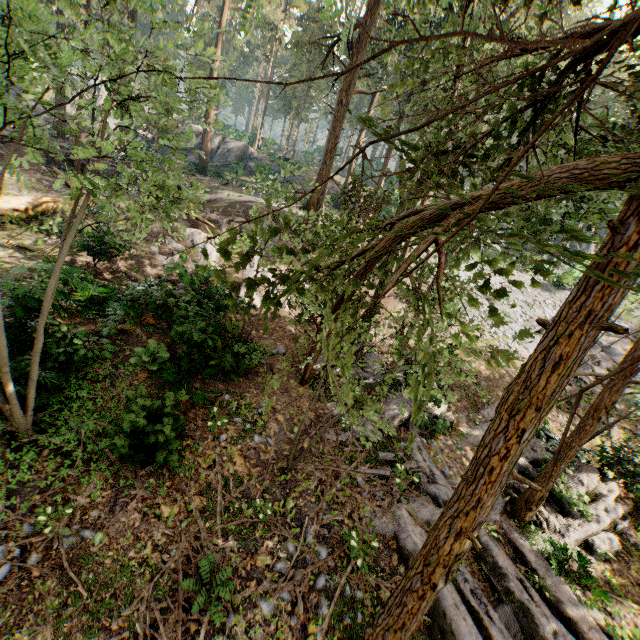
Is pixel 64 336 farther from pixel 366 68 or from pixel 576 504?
pixel 366 68

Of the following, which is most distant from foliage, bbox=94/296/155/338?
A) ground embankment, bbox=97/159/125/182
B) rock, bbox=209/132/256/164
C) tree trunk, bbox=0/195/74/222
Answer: tree trunk, bbox=0/195/74/222

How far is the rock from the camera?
40.1 meters

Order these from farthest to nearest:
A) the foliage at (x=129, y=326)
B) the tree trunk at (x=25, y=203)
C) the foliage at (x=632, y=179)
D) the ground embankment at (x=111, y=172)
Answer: the ground embankment at (x=111, y=172) < the tree trunk at (x=25, y=203) < the foliage at (x=129, y=326) < the foliage at (x=632, y=179)

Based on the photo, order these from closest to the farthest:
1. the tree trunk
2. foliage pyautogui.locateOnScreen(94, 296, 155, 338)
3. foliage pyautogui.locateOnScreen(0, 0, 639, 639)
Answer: foliage pyautogui.locateOnScreen(0, 0, 639, 639) < foliage pyautogui.locateOnScreen(94, 296, 155, 338) < the tree trunk

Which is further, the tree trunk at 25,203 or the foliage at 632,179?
the tree trunk at 25,203

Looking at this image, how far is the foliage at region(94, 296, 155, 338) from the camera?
10.0 meters

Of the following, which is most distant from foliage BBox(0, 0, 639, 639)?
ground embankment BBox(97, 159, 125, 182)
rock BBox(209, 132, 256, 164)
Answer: rock BBox(209, 132, 256, 164)
